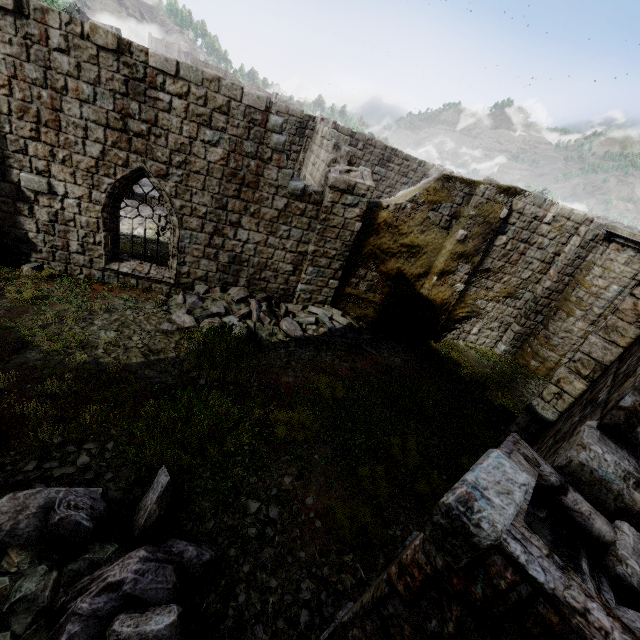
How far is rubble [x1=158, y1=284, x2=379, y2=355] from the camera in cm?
896

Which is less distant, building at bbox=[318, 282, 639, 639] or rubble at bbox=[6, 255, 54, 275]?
building at bbox=[318, 282, 639, 639]

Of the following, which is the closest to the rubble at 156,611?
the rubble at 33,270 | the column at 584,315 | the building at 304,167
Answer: the building at 304,167

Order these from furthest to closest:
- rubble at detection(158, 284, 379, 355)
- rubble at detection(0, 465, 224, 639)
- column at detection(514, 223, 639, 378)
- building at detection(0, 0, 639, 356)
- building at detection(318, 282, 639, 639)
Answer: column at detection(514, 223, 639, 378)
rubble at detection(158, 284, 379, 355)
building at detection(0, 0, 639, 356)
rubble at detection(0, 465, 224, 639)
building at detection(318, 282, 639, 639)

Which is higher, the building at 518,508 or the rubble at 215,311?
the building at 518,508

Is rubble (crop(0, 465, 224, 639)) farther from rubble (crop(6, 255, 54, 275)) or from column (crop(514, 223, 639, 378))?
column (crop(514, 223, 639, 378))

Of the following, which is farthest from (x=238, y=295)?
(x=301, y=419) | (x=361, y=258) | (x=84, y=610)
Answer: (x=84, y=610)
